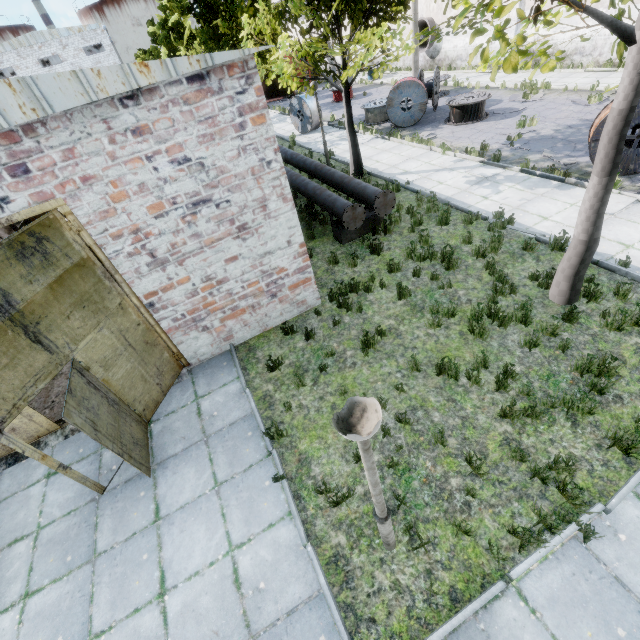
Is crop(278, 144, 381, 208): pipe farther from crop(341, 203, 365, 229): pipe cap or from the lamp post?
the lamp post

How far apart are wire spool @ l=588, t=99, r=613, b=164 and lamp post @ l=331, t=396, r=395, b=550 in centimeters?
1160cm

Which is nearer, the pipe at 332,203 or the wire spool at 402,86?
the pipe at 332,203

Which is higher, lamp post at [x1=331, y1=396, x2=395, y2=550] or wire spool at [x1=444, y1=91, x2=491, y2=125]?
lamp post at [x1=331, y1=396, x2=395, y2=550]

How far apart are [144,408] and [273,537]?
3.55m

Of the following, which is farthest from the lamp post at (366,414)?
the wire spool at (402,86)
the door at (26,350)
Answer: the wire spool at (402,86)

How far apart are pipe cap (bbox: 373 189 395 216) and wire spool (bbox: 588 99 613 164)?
5.79m

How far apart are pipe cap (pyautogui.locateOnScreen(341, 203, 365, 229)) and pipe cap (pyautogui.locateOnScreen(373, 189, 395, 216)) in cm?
27
